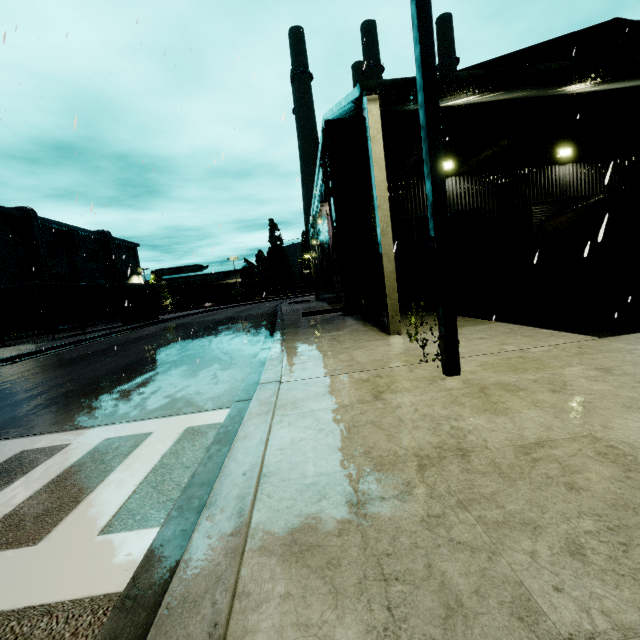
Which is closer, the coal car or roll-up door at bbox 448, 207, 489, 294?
roll-up door at bbox 448, 207, 489, 294

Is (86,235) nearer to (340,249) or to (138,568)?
(340,249)

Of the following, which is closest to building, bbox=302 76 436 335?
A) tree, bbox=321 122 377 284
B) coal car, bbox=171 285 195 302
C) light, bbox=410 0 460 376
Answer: tree, bbox=321 122 377 284

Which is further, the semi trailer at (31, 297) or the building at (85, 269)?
the building at (85, 269)

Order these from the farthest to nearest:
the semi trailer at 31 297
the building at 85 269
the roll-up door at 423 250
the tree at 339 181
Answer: the building at 85 269 → the semi trailer at 31 297 → the roll-up door at 423 250 → the tree at 339 181

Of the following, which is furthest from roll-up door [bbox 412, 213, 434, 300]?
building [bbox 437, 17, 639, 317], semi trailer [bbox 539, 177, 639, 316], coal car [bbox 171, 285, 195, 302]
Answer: coal car [bbox 171, 285, 195, 302]

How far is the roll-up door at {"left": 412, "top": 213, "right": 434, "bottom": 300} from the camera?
13.3m

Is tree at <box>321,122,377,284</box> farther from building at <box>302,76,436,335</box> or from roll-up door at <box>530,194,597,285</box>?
roll-up door at <box>530,194,597,285</box>
